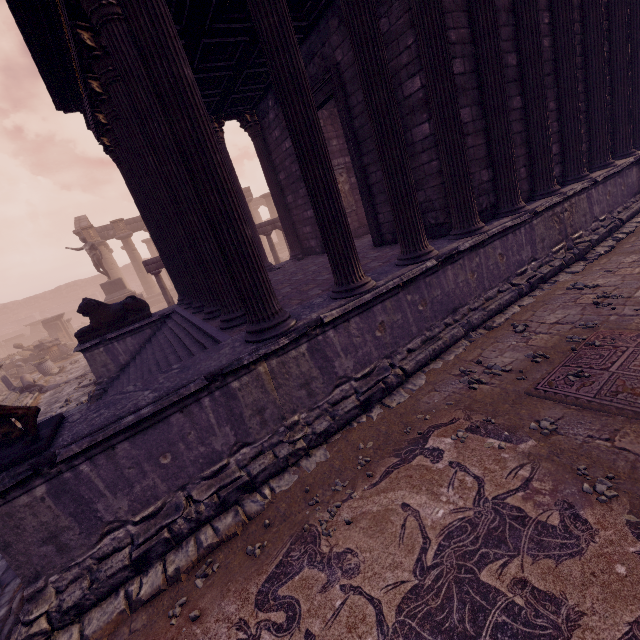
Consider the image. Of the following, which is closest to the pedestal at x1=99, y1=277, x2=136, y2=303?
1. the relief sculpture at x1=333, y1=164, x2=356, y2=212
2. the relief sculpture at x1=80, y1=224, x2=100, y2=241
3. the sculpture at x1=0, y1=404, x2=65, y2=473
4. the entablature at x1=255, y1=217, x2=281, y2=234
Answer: the entablature at x1=255, y1=217, x2=281, y2=234

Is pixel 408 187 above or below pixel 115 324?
above

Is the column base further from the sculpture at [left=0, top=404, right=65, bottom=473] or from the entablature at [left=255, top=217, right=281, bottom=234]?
the sculpture at [left=0, top=404, right=65, bottom=473]

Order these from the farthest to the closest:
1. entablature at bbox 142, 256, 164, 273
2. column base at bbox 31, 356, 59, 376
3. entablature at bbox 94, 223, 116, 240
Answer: entablature at bbox 94, 223, 116, 240 → column base at bbox 31, 356, 59, 376 → entablature at bbox 142, 256, 164, 273

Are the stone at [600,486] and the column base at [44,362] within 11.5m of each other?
no

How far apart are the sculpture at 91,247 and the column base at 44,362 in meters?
5.6

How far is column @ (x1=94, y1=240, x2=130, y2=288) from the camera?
26.2 meters

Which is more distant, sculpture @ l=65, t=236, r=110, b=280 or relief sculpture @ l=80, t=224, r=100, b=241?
relief sculpture @ l=80, t=224, r=100, b=241
